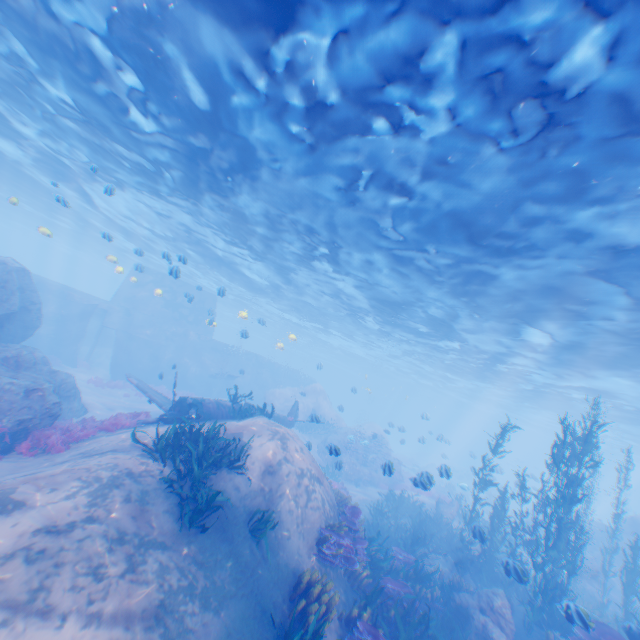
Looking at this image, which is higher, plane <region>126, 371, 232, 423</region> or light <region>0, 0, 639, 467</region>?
light <region>0, 0, 639, 467</region>

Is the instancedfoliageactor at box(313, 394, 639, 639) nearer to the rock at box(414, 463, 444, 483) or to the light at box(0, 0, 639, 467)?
Answer: the rock at box(414, 463, 444, 483)

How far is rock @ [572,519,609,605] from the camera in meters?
17.0 m

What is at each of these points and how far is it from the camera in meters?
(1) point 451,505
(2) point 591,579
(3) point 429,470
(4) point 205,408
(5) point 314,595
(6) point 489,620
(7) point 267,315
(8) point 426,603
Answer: (1) rock, 19.5 m
(2) rock, 18.4 m
(3) rock, 38.1 m
(4) plane, 13.0 m
(5) instancedfoliageactor, 7.3 m
(6) rock, 9.9 m
(7) light, 48.2 m
(8) instancedfoliageactor, 8.5 m

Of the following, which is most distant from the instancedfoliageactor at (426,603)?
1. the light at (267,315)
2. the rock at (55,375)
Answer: the light at (267,315)

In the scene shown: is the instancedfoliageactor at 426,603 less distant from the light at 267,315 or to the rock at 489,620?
the rock at 489,620

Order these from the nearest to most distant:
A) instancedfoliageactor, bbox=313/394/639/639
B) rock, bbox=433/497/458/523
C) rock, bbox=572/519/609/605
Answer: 1. instancedfoliageactor, bbox=313/394/639/639
2. rock, bbox=572/519/609/605
3. rock, bbox=433/497/458/523
